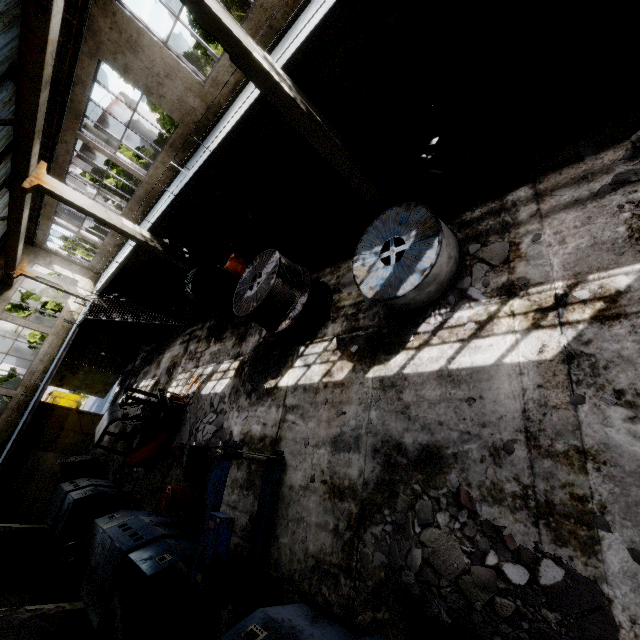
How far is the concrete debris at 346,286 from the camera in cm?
857

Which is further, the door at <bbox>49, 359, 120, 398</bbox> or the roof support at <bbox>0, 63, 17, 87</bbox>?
the door at <bbox>49, 359, 120, 398</bbox>

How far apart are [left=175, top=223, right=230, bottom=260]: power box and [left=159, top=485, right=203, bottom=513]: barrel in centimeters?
1162cm

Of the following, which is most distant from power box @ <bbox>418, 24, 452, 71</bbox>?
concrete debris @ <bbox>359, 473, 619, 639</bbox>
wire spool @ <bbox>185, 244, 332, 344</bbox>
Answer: concrete debris @ <bbox>359, 473, 619, 639</bbox>

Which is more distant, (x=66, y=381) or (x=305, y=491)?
(x=66, y=381)

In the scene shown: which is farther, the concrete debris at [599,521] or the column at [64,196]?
the column at [64,196]

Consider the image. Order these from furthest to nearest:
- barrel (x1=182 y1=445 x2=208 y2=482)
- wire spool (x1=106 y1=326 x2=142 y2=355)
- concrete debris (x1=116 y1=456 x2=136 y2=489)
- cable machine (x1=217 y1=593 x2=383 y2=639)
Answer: wire spool (x1=106 y1=326 x2=142 y2=355) < concrete debris (x1=116 y1=456 x2=136 y2=489) < barrel (x1=182 y1=445 x2=208 y2=482) < cable machine (x1=217 y1=593 x2=383 y2=639)

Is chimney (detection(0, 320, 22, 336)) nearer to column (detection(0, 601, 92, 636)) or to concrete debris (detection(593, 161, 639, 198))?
column (detection(0, 601, 92, 636))
